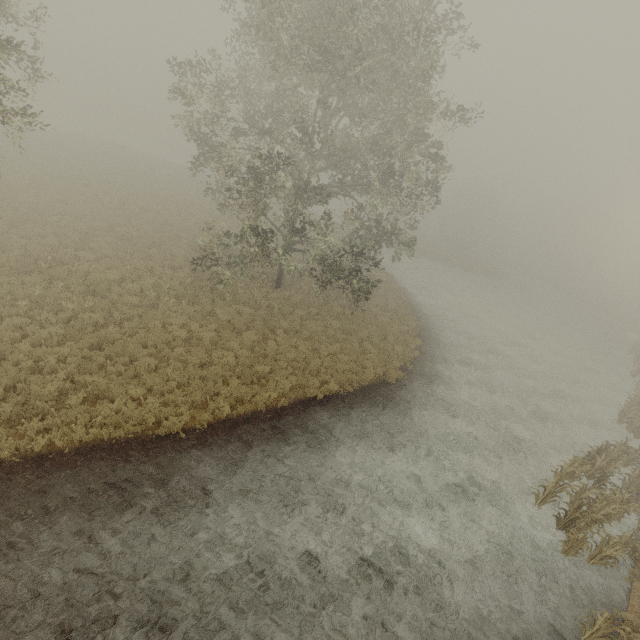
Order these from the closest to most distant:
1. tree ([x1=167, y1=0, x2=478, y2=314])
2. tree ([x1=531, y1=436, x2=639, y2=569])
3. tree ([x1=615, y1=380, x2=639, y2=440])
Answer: tree ([x1=531, y1=436, x2=639, y2=569]) → tree ([x1=167, y1=0, x2=478, y2=314]) → tree ([x1=615, y1=380, x2=639, y2=440])

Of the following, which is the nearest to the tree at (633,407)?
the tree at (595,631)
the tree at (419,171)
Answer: the tree at (595,631)

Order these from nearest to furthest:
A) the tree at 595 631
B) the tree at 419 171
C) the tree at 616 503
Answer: the tree at 595 631 < the tree at 616 503 < the tree at 419 171

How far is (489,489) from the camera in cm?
1262

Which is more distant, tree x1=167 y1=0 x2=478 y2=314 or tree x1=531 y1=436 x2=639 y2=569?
tree x1=167 y1=0 x2=478 y2=314

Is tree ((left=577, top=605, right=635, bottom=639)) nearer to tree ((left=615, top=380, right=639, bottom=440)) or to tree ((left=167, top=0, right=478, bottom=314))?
tree ((left=615, top=380, right=639, bottom=440))

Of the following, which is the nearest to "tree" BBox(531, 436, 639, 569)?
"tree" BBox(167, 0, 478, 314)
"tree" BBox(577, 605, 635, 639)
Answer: "tree" BBox(577, 605, 635, 639)
